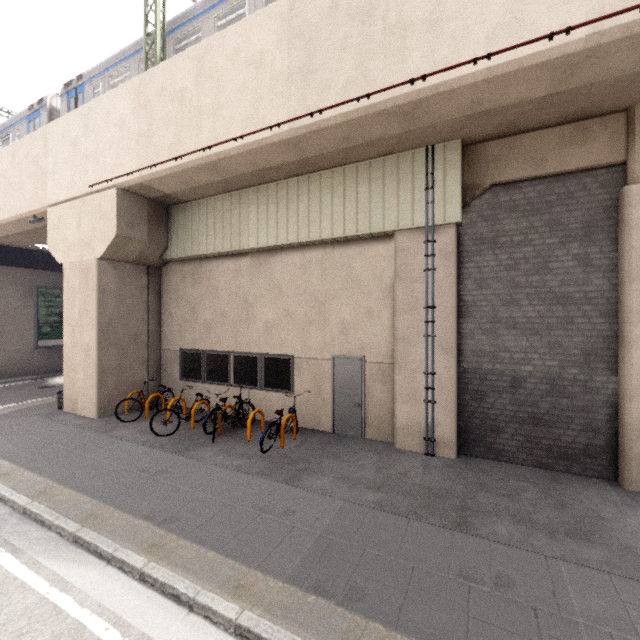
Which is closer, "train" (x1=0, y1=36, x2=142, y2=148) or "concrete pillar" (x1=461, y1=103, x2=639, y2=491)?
"concrete pillar" (x1=461, y1=103, x2=639, y2=491)

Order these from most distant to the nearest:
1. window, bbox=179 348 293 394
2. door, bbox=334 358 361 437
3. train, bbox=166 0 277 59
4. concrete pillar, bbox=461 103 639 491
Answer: window, bbox=179 348 293 394, train, bbox=166 0 277 59, door, bbox=334 358 361 437, concrete pillar, bbox=461 103 639 491

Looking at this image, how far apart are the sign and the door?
18.79m

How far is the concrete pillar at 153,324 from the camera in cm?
996

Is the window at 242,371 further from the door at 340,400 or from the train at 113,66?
the train at 113,66

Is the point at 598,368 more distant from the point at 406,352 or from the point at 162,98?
the point at 162,98

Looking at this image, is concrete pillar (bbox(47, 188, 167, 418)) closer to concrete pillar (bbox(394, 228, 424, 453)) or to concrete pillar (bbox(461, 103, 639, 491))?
concrete pillar (bbox(394, 228, 424, 453))

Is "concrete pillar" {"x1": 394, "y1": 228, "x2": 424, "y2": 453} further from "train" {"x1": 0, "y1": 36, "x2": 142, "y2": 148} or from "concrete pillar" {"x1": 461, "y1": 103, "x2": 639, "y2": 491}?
"train" {"x1": 0, "y1": 36, "x2": 142, "y2": 148}
